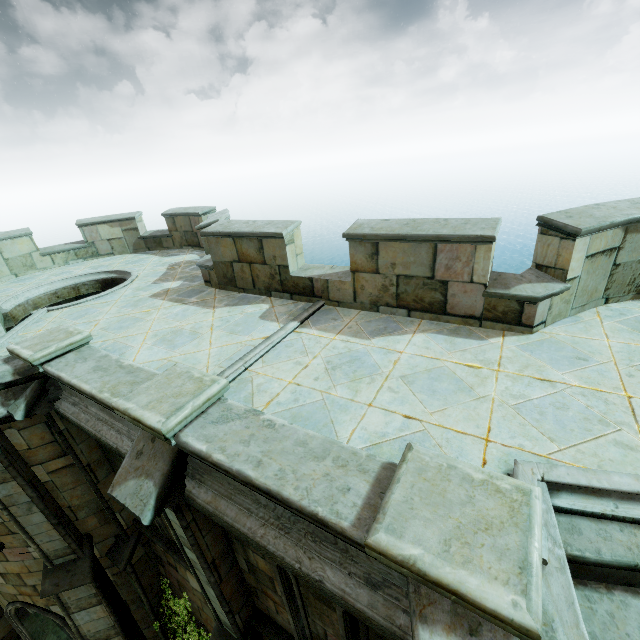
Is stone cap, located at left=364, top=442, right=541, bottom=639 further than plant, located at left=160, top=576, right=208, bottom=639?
No

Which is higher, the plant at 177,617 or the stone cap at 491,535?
the stone cap at 491,535

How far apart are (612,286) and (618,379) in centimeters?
227cm

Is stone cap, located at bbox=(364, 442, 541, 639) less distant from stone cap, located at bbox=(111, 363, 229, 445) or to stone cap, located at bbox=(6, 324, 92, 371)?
stone cap, located at bbox=(111, 363, 229, 445)

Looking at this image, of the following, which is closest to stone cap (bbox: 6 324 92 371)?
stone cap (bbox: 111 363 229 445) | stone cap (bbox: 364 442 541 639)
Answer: stone cap (bbox: 111 363 229 445)

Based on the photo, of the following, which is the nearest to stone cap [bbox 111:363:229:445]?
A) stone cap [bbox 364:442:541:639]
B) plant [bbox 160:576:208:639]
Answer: stone cap [bbox 364:442:541:639]

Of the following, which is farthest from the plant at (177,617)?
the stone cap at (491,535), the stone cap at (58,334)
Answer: Result: the stone cap at (491,535)

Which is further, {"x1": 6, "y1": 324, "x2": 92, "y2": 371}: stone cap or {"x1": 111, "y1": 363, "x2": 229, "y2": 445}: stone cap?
{"x1": 6, "y1": 324, "x2": 92, "y2": 371}: stone cap
